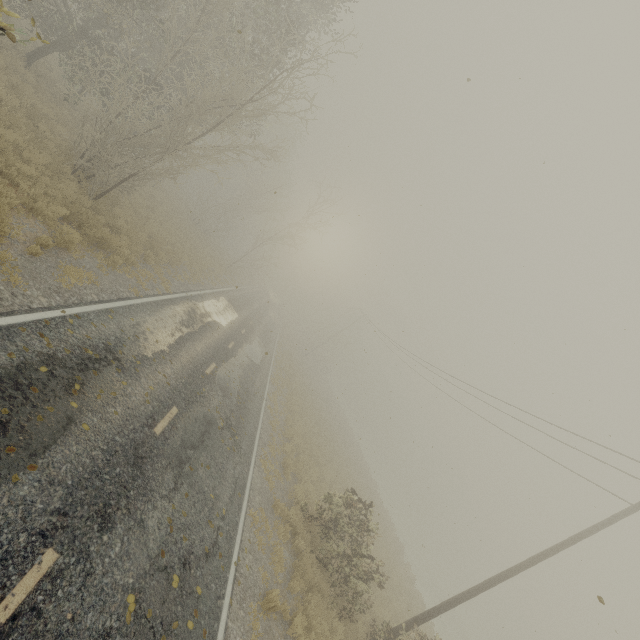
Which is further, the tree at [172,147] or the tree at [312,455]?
the tree at [172,147]

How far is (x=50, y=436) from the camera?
5.4m

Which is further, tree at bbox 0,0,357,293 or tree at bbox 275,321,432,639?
tree at bbox 0,0,357,293
